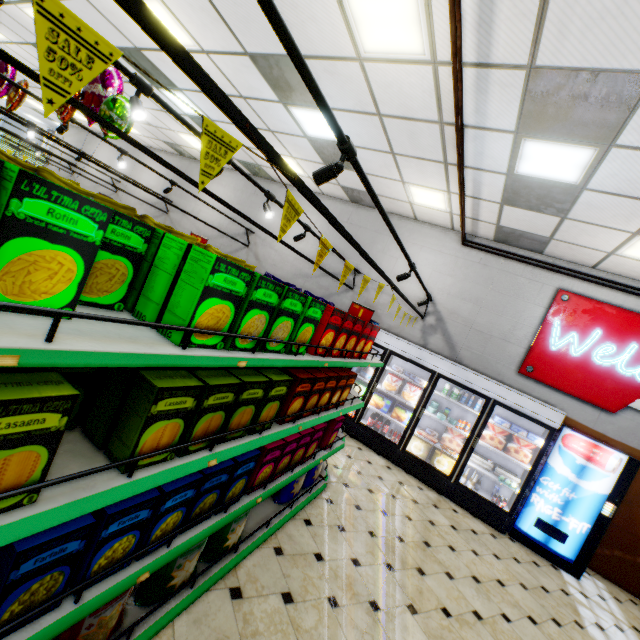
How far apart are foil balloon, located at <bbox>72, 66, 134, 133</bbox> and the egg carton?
7.3m

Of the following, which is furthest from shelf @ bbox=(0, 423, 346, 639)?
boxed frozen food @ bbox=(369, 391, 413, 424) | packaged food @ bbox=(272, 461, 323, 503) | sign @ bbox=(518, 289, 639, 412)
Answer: sign @ bbox=(518, 289, 639, 412)

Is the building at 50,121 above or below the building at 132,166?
above

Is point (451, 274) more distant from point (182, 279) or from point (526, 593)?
point (182, 279)

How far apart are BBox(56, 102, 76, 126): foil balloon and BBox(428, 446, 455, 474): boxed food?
6.9 meters

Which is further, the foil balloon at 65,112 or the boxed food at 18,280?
the foil balloon at 65,112

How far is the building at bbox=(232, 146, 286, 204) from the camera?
8.4 meters

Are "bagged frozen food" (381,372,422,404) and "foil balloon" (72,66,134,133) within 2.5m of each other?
no
